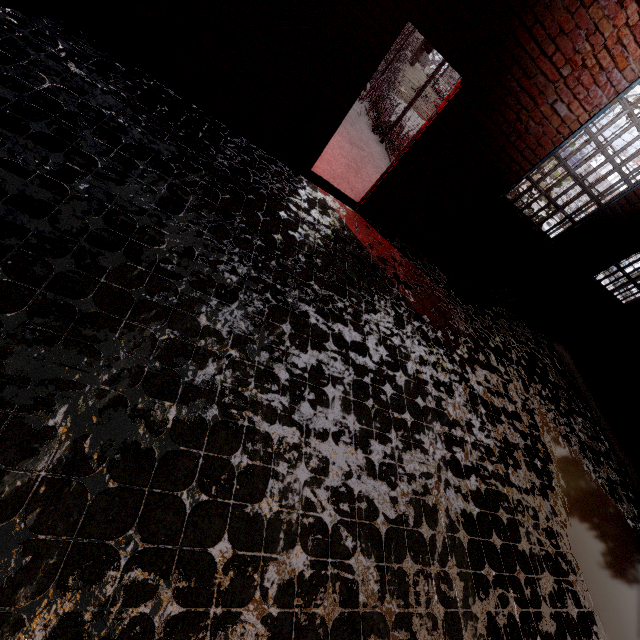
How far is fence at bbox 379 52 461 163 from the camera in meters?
7.1 m

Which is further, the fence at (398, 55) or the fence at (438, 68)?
the fence at (398, 55)

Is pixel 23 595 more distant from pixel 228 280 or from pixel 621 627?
pixel 621 627

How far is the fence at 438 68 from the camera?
7.08m

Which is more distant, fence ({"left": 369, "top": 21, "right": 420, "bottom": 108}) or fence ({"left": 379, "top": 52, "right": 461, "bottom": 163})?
fence ({"left": 369, "top": 21, "right": 420, "bottom": 108})
